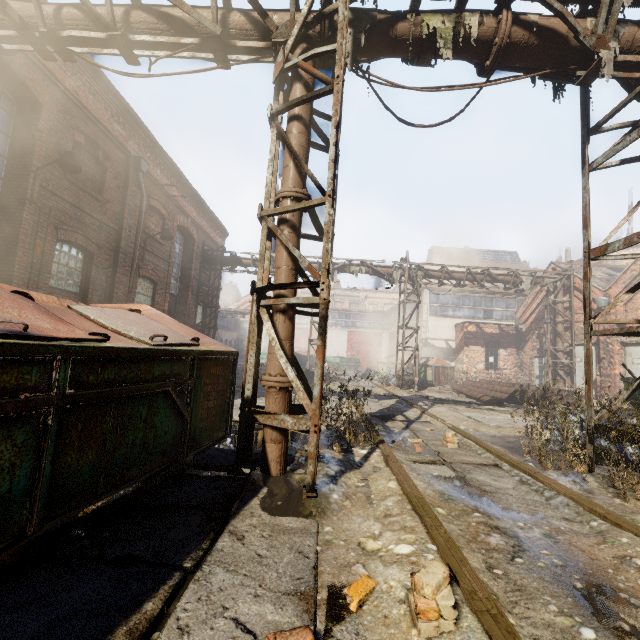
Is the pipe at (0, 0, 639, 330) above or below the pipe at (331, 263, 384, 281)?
below

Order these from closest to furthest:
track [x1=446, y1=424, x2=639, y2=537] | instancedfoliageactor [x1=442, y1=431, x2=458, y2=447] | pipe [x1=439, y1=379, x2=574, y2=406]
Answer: track [x1=446, y1=424, x2=639, y2=537], instancedfoliageactor [x1=442, y1=431, x2=458, y2=447], pipe [x1=439, y1=379, x2=574, y2=406]

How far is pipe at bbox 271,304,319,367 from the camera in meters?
3.9 m

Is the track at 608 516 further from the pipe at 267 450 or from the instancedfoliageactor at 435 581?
the pipe at 267 450

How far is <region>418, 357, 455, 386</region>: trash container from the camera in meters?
18.6

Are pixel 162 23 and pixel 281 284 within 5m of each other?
yes

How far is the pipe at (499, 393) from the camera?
12.65m

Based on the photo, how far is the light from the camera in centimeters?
702cm
